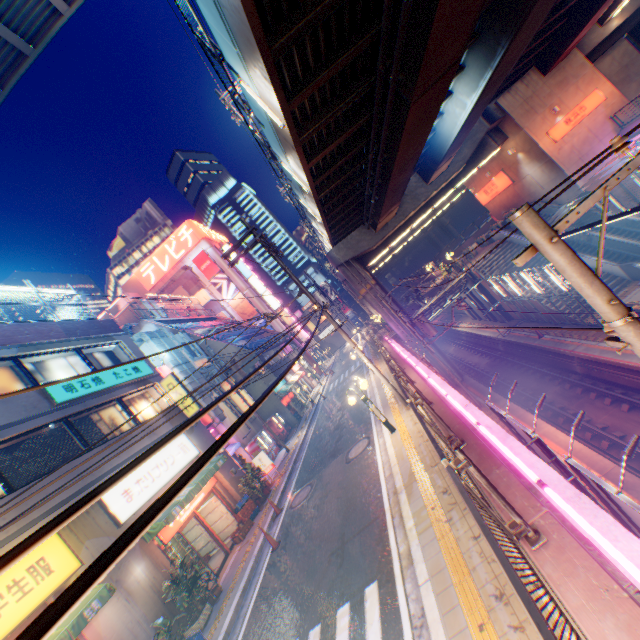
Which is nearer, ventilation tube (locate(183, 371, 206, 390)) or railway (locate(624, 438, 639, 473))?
railway (locate(624, 438, 639, 473))

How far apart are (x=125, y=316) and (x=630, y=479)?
38.1 meters

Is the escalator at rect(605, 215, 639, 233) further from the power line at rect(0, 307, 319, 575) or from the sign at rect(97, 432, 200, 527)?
the sign at rect(97, 432, 200, 527)

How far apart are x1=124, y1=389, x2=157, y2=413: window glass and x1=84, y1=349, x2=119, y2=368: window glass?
1.3 meters

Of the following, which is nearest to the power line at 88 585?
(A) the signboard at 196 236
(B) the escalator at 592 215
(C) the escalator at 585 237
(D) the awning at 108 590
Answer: (D) the awning at 108 590

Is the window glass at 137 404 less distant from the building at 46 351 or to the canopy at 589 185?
the building at 46 351

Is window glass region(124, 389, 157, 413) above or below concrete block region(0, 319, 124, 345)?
below

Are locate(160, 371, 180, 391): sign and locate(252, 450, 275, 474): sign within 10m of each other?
yes
